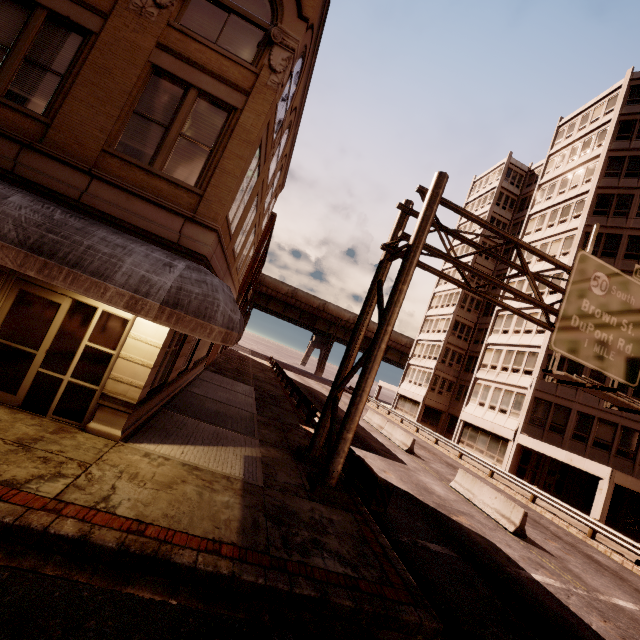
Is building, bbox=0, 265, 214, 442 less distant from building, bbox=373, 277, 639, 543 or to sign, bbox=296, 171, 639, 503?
sign, bbox=296, 171, 639, 503

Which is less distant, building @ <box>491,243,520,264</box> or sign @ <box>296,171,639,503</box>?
sign @ <box>296,171,639,503</box>

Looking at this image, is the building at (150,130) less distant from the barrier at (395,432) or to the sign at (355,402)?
the sign at (355,402)

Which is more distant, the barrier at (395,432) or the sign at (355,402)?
the barrier at (395,432)

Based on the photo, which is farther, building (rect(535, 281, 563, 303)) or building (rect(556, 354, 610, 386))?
building (rect(535, 281, 563, 303))

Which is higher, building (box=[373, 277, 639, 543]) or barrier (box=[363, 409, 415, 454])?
building (box=[373, 277, 639, 543])

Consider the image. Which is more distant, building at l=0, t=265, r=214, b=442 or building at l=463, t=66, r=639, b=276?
building at l=463, t=66, r=639, b=276

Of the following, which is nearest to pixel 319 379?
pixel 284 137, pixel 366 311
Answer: pixel 366 311
